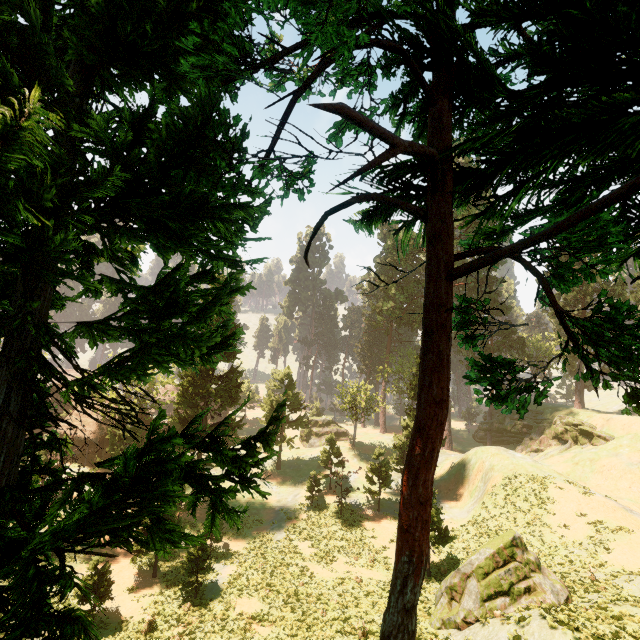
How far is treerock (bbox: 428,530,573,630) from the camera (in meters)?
14.82

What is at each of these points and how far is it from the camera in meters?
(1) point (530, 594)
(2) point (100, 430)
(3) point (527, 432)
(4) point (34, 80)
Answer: (1) treerock, 15.0 m
(2) building, 39.6 m
(3) rock, 47.9 m
(4) treerock, 4.5 m

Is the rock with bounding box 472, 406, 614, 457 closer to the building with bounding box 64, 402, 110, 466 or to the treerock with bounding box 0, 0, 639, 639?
the treerock with bounding box 0, 0, 639, 639

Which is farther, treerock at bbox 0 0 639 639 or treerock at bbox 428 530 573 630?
treerock at bbox 428 530 573 630

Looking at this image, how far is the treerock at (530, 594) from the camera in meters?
14.8

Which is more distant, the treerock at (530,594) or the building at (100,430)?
the building at (100,430)

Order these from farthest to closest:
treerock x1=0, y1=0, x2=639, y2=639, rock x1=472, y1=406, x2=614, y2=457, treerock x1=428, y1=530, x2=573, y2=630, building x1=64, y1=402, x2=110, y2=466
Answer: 1. building x1=64, y1=402, x2=110, y2=466
2. rock x1=472, y1=406, x2=614, y2=457
3. treerock x1=428, y1=530, x2=573, y2=630
4. treerock x1=0, y1=0, x2=639, y2=639

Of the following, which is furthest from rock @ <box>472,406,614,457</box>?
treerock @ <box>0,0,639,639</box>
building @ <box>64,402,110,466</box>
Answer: building @ <box>64,402,110,466</box>
